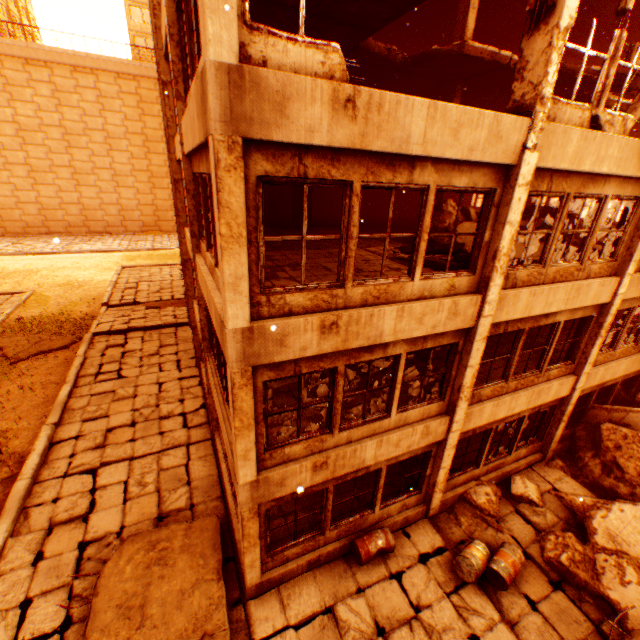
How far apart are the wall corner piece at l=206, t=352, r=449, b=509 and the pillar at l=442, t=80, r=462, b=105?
10.50m

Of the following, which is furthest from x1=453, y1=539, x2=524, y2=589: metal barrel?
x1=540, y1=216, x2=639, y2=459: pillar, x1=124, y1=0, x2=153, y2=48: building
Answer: x1=124, y1=0, x2=153, y2=48: building

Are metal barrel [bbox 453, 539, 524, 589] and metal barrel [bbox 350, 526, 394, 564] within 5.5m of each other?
yes

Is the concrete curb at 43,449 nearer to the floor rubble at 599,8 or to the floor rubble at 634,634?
the floor rubble at 634,634

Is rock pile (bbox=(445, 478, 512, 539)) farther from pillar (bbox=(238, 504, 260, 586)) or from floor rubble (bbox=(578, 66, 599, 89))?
floor rubble (bbox=(578, 66, 599, 89))

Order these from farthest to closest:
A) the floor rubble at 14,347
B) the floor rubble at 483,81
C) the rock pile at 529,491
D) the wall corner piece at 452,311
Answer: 1. the floor rubble at 14,347
2. the floor rubble at 483,81
3. the rock pile at 529,491
4. the wall corner piece at 452,311

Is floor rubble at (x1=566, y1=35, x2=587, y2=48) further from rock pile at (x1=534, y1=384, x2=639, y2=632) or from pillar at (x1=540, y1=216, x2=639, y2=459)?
rock pile at (x1=534, y1=384, x2=639, y2=632)

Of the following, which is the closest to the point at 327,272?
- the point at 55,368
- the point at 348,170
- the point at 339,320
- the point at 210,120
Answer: the point at 339,320
